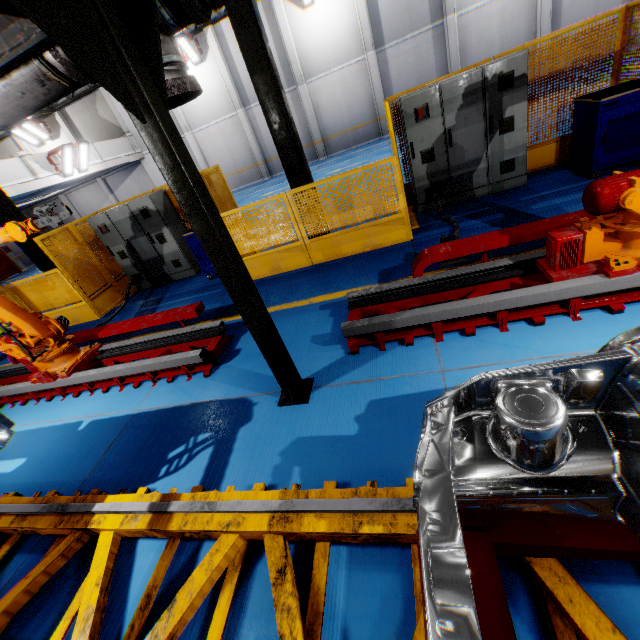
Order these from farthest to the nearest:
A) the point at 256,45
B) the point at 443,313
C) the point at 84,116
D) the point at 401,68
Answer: the point at 84,116 < the point at 401,68 < the point at 256,45 < the point at 443,313

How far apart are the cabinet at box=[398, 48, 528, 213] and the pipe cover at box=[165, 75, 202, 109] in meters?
4.6 m

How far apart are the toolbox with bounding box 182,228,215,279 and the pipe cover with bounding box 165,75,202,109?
4.53m

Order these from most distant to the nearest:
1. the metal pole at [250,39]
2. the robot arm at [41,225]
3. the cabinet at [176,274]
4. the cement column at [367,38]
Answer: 1. the cement column at [367,38]
2. the cabinet at [176,274]
3. the metal pole at [250,39]
4. the robot arm at [41,225]

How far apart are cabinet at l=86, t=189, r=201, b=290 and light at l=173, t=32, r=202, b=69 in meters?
14.4

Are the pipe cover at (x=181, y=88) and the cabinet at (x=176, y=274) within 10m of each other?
yes

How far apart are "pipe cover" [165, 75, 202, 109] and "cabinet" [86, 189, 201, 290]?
5.74m

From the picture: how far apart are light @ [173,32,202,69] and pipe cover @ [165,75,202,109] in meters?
20.0 m
